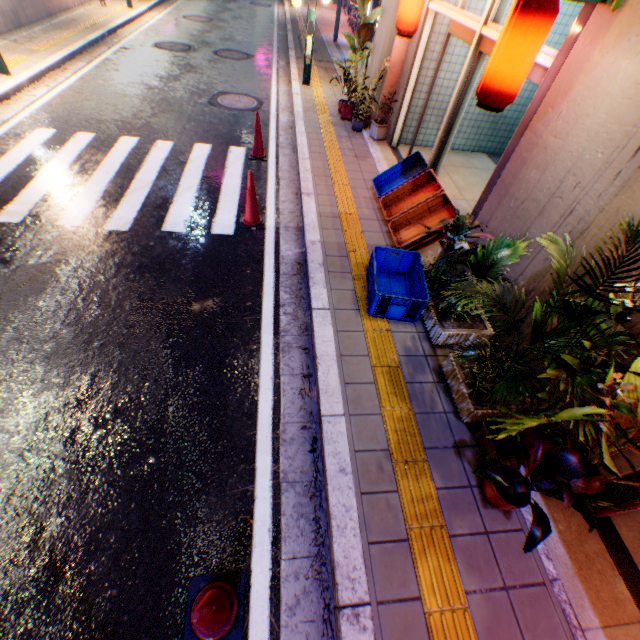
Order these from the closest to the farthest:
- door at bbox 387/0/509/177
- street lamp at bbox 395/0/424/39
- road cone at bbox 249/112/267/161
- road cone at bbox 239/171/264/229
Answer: door at bbox 387/0/509/177, road cone at bbox 239/171/264/229, street lamp at bbox 395/0/424/39, road cone at bbox 249/112/267/161

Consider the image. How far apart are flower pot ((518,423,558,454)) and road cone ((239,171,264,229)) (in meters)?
4.14

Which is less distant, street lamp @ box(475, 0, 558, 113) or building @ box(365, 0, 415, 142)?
street lamp @ box(475, 0, 558, 113)

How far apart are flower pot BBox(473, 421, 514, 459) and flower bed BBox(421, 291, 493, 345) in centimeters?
102cm

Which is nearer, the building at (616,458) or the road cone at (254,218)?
the building at (616,458)

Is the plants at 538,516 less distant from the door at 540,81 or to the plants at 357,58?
the door at 540,81

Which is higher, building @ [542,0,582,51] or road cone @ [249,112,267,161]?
building @ [542,0,582,51]

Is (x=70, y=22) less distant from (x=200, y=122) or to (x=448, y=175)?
(x=200, y=122)
